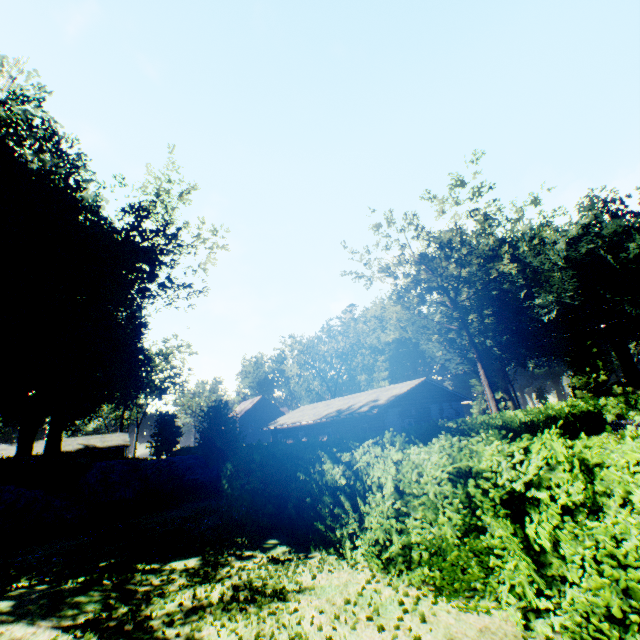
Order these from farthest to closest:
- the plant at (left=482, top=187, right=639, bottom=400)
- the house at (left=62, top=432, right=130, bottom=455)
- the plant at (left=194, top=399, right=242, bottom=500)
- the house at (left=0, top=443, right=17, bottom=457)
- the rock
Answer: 1. the plant at (left=482, top=187, right=639, bottom=400)
2. the house at (left=62, top=432, right=130, bottom=455)
3. the house at (left=0, top=443, right=17, bottom=457)
4. the plant at (left=194, top=399, right=242, bottom=500)
5. the rock

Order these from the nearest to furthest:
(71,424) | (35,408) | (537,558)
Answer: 1. (537,558)
2. (35,408)
3. (71,424)

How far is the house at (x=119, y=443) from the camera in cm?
4547

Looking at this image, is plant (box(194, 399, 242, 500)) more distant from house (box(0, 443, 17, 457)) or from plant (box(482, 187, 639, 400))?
plant (box(482, 187, 639, 400))

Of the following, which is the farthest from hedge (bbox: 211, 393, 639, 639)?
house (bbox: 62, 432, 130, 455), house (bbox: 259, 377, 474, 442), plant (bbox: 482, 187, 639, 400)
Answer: plant (bbox: 482, 187, 639, 400)

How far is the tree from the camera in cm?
2992

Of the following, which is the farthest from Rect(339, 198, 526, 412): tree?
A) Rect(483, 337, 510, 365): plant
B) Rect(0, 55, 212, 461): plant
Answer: Rect(0, 55, 212, 461): plant

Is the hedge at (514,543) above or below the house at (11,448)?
below
